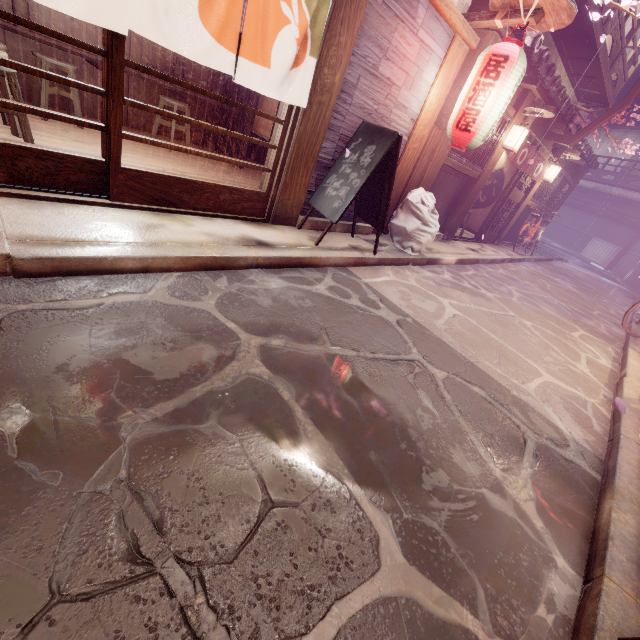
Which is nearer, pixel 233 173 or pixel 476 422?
pixel 476 422

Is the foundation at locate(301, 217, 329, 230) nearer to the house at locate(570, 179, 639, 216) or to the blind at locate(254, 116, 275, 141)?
the house at locate(570, 179, 639, 216)

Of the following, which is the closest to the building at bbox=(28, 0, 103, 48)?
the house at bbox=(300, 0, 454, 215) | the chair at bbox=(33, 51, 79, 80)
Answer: the chair at bbox=(33, 51, 79, 80)

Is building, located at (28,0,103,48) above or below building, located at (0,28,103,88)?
above

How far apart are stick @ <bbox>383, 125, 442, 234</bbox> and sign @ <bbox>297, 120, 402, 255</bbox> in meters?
2.3

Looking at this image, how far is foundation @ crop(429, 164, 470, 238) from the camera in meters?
11.9 m

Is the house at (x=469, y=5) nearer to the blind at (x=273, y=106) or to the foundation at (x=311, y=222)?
the foundation at (x=311, y=222)

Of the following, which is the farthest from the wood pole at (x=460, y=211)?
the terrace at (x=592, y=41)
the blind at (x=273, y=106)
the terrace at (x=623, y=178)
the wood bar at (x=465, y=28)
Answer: the terrace at (x=623, y=178)
